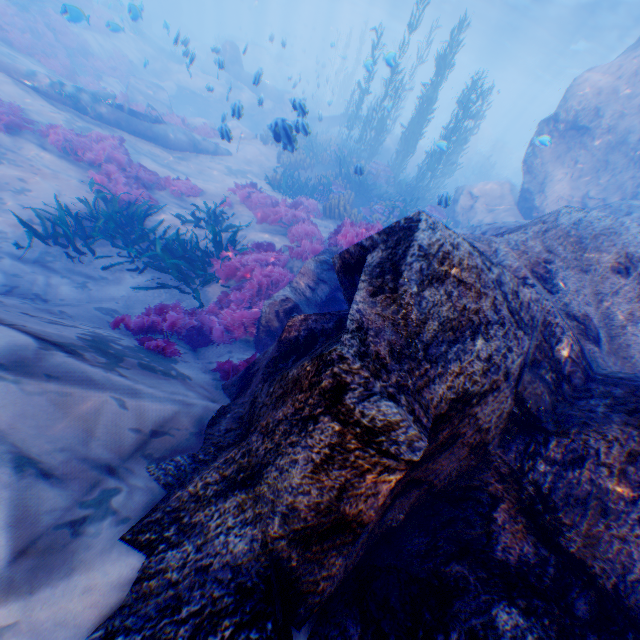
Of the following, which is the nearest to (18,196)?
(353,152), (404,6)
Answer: (353,152)

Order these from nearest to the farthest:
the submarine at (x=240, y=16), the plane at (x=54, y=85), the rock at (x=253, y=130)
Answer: the plane at (x=54, y=85), the rock at (x=253, y=130), the submarine at (x=240, y=16)

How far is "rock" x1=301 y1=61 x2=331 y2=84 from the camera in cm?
3161

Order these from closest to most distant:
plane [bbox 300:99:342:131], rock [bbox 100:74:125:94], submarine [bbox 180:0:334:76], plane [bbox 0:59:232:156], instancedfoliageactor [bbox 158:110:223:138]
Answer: plane [bbox 300:99:342:131]
plane [bbox 0:59:232:156]
instancedfoliageactor [bbox 158:110:223:138]
rock [bbox 100:74:125:94]
submarine [bbox 180:0:334:76]

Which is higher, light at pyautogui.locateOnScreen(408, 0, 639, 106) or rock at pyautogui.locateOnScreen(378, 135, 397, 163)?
light at pyautogui.locateOnScreen(408, 0, 639, 106)

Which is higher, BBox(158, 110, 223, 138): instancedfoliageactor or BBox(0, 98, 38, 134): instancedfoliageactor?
BBox(0, 98, 38, 134): instancedfoliageactor

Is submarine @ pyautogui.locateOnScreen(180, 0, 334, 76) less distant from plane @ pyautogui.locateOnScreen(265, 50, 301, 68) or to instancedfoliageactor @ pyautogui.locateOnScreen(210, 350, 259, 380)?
plane @ pyautogui.locateOnScreen(265, 50, 301, 68)

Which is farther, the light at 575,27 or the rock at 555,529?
the light at 575,27
